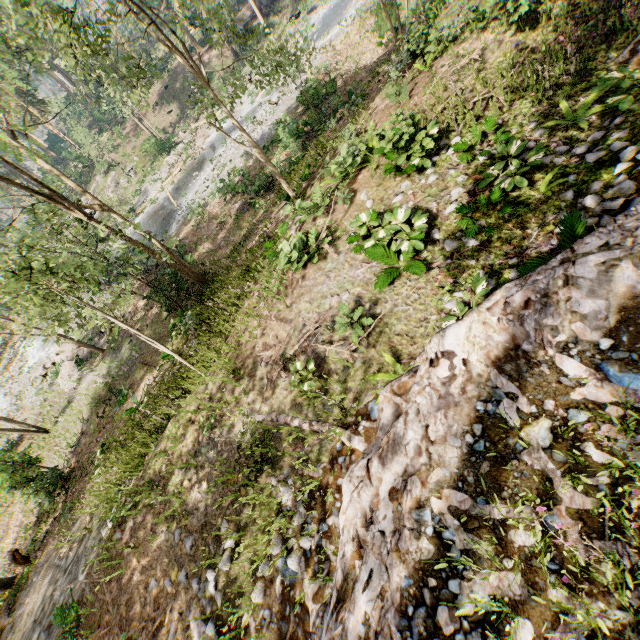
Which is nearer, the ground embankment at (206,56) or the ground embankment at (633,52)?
the ground embankment at (633,52)

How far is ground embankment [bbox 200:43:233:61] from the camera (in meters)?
38.56

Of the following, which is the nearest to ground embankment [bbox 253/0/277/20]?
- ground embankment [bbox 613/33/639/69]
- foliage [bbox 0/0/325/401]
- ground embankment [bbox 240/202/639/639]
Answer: foliage [bbox 0/0/325/401]

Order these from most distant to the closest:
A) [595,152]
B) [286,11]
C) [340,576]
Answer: [286,11]
[595,152]
[340,576]

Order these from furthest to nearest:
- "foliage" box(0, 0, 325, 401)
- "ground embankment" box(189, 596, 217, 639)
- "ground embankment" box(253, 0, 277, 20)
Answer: "ground embankment" box(253, 0, 277, 20), "foliage" box(0, 0, 325, 401), "ground embankment" box(189, 596, 217, 639)

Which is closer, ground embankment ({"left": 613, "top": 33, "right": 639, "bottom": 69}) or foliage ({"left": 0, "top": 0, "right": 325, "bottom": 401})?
ground embankment ({"left": 613, "top": 33, "right": 639, "bottom": 69})

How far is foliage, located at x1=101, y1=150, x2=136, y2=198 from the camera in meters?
37.1

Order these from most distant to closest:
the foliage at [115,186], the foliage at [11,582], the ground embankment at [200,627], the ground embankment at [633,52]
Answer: the foliage at [115,186], the foliage at [11,582], the ground embankment at [633,52], the ground embankment at [200,627]
